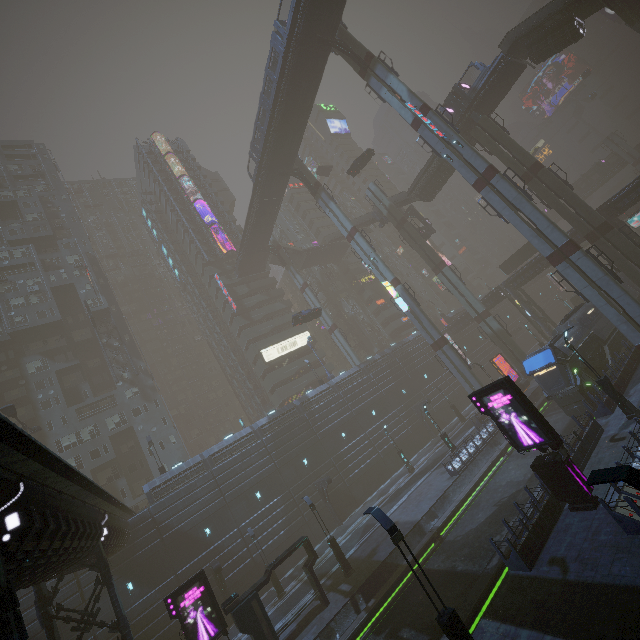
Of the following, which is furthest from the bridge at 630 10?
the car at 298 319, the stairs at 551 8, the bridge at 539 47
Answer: the car at 298 319

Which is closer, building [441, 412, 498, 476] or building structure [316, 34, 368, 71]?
Answer: building [441, 412, 498, 476]

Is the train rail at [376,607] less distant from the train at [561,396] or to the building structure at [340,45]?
the train at [561,396]

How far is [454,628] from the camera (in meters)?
8.91

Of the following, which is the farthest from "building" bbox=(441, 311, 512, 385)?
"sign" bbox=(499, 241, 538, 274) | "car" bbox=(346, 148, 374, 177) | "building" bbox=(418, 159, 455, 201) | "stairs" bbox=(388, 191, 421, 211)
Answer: "building" bbox=(418, 159, 455, 201)

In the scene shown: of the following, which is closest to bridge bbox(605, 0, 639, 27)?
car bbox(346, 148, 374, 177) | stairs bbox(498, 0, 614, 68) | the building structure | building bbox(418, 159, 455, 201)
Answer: stairs bbox(498, 0, 614, 68)

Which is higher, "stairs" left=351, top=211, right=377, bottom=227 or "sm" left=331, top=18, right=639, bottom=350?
"stairs" left=351, top=211, right=377, bottom=227

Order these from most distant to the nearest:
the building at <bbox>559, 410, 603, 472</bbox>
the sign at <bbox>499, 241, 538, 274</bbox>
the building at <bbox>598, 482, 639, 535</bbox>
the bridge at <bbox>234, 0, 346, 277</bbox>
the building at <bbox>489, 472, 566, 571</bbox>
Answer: the sign at <bbox>499, 241, 538, 274</bbox>
the bridge at <bbox>234, 0, 346, 277</bbox>
the building at <bbox>559, 410, 603, 472</bbox>
the building at <bbox>489, 472, 566, 571</bbox>
the building at <bbox>598, 482, 639, 535</bbox>
